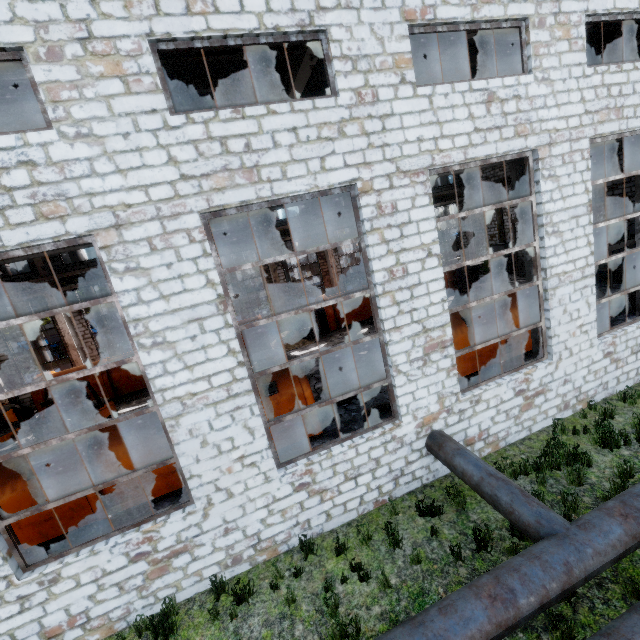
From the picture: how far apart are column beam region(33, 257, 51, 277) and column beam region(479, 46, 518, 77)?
22.1m

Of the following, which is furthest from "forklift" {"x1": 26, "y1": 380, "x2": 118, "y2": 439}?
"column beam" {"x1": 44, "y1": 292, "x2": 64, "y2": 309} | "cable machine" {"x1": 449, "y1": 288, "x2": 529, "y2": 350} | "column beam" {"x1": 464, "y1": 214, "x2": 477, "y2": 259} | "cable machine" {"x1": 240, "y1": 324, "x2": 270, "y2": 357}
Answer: "column beam" {"x1": 464, "y1": 214, "x2": 477, "y2": 259}

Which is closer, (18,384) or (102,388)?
(102,388)

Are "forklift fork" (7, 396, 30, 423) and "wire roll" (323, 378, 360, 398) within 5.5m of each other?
no

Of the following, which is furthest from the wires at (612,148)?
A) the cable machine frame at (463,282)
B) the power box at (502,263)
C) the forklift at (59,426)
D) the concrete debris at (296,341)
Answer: the forklift at (59,426)

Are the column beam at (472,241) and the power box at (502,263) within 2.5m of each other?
yes

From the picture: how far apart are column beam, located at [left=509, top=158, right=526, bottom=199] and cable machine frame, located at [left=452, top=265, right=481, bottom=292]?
13.8m

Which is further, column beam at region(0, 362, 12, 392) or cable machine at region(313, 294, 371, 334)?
cable machine at region(313, 294, 371, 334)
